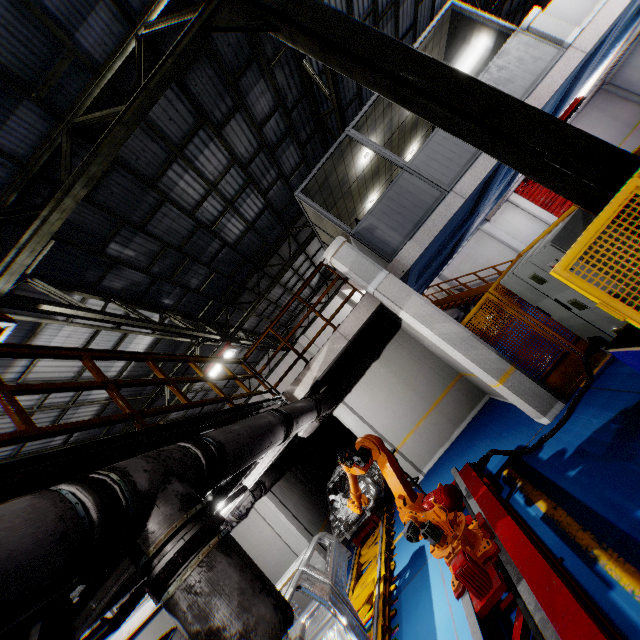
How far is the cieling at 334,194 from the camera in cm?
827

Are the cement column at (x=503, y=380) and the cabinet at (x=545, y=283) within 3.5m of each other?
yes

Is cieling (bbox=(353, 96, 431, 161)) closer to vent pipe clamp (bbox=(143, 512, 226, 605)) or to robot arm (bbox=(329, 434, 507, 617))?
robot arm (bbox=(329, 434, 507, 617))

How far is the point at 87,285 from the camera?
7.47m

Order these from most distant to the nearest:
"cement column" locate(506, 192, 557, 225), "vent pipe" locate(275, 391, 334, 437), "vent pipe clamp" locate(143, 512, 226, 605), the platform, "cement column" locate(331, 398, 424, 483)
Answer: "cement column" locate(506, 192, 557, 225) < "cement column" locate(331, 398, 424, 483) < the platform < "vent pipe" locate(275, 391, 334, 437) < "vent pipe clamp" locate(143, 512, 226, 605)

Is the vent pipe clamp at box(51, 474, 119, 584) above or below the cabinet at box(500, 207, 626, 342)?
above

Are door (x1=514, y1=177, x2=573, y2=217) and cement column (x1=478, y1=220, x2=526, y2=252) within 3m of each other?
yes

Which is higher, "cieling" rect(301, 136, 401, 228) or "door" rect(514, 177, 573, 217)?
"cieling" rect(301, 136, 401, 228)
